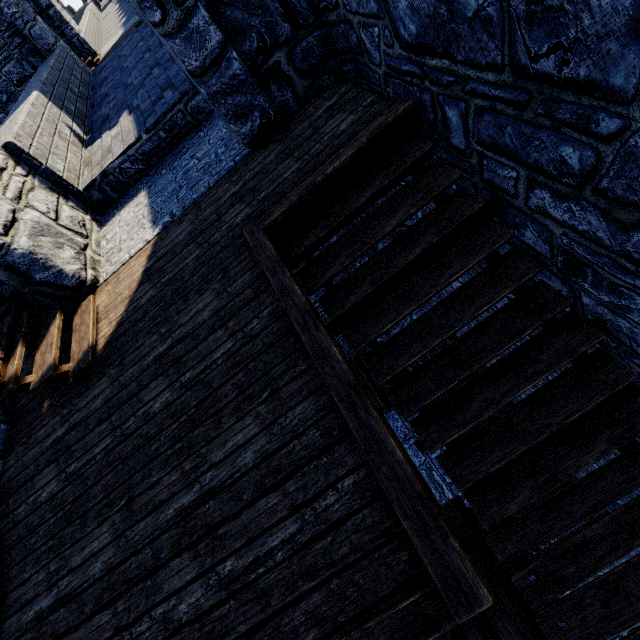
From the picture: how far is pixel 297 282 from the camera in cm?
287
